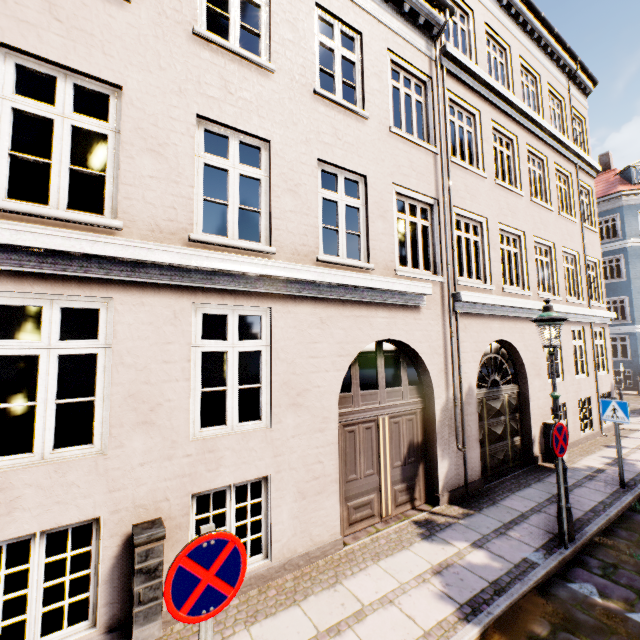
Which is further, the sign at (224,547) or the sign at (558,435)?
the sign at (558,435)

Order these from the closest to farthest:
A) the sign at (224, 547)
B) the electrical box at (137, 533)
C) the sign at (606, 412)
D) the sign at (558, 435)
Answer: the sign at (224, 547)
the electrical box at (137, 533)
the sign at (558, 435)
the sign at (606, 412)

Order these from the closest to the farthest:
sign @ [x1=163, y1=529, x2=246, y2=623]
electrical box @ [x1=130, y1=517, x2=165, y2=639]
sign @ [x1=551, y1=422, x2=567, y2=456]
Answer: sign @ [x1=163, y1=529, x2=246, y2=623]
electrical box @ [x1=130, y1=517, x2=165, y2=639]
sign @ [x1=551, y1=422, x2=567, y2=456]

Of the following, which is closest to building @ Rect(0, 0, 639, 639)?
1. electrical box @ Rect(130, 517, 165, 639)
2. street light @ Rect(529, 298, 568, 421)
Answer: street light @ Rect(529, 298, 568, 421)

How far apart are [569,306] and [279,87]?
10.5m

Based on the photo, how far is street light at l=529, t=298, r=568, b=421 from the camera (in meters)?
5.42

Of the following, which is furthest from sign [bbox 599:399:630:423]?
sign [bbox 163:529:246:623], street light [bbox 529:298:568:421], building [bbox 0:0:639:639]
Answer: building [bbox 0:0:639:639]

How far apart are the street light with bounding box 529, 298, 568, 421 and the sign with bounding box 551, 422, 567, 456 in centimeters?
10cm
